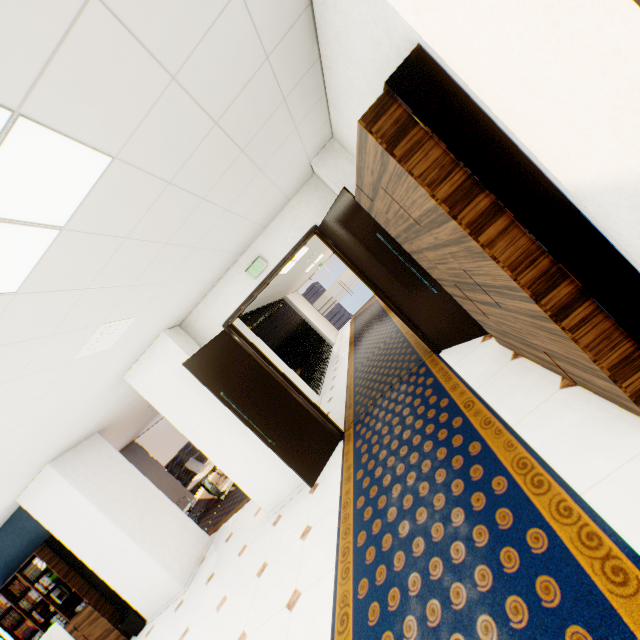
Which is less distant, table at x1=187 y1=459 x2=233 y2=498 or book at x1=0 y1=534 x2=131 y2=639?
book at x1=0 y1=534 x2=131 y2=639

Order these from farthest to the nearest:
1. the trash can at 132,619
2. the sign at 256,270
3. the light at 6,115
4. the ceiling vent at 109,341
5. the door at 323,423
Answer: the trash can at 132,619, the sign at 256,270, the door at 323,423, the ceiling vent at 109,341, the light at 6,115

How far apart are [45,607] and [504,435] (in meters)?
8.34

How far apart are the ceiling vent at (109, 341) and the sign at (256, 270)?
1.7 meters

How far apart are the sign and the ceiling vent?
1.65m

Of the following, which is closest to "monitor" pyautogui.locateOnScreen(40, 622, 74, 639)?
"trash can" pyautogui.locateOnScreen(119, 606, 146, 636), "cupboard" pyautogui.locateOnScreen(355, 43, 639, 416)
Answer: "trash can" pyautogui.locateOnScreen(119, 606, 146, 636)

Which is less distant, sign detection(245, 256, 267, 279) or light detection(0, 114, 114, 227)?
light detection(0, 114, 114, 227)

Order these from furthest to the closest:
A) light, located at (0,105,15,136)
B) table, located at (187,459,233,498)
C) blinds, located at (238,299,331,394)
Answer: blinds, located at (238,299,331,394) < table, located at (187,459,233,498) < light, located at (0,105,15,136)
